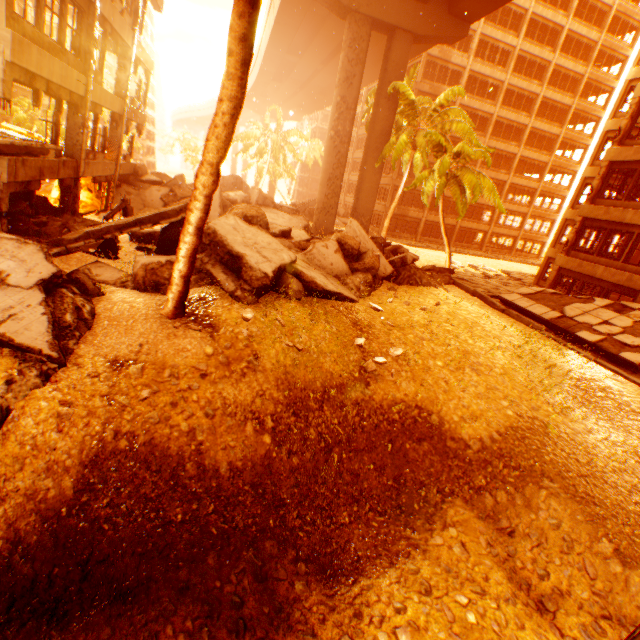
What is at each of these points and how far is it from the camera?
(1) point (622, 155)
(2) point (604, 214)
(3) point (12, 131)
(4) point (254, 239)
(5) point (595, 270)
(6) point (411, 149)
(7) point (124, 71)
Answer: (1) wall corner piece, 17.08m
(2) wall corner piece, 17.72m
(3) floor rubble, 13.92m
(4) rock pile, 10.23m
(5) wall corner piece, 17.98m
(6) rubble, 22.23m
(7) pillar, 15.97m

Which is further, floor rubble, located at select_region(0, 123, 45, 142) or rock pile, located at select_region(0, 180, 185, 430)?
floor rubble, located at select_region(0, 123, 45, 142)

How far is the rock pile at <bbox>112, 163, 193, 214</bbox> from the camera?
19.3m

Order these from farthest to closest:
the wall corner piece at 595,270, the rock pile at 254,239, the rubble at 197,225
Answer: the wall corner piece at 595,270 → the rock pile at 254,239 → the rubble at 197,225

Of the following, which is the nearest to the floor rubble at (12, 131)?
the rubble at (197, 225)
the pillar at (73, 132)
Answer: the pillar at (73, 132)

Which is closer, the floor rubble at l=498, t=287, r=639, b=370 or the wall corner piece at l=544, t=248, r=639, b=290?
the floor rubble at l=498, t=287, r=639, b=370

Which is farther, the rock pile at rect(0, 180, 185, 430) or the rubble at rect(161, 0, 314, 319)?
the rock pile at rect(0, 180, 185, 430)

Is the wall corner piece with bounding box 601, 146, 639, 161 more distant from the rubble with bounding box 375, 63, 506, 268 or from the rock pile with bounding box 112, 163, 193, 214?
the rock pile with bounding box 112, 163, 193, 214
